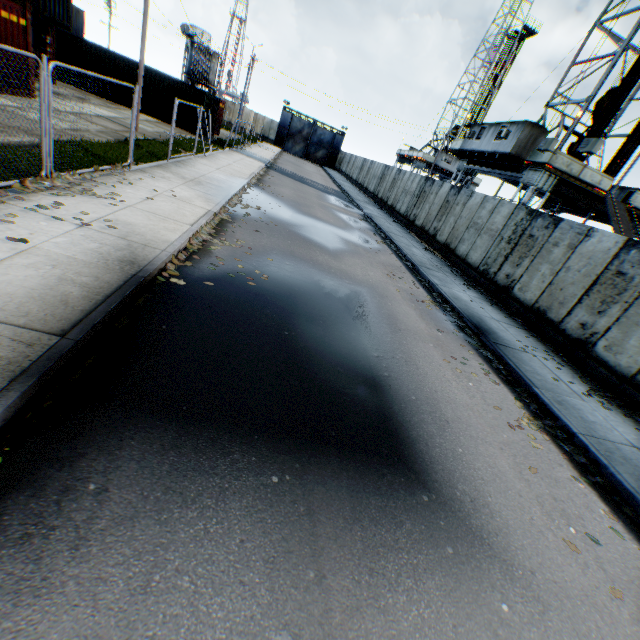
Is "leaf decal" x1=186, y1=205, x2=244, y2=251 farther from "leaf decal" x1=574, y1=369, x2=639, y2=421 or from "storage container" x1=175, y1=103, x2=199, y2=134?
"storage container" x1=175, y1=103, x2=199, y2=134

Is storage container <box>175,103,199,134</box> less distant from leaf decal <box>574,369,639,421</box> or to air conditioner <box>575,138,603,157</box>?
air conditioner <box>575,138,603,157</box>

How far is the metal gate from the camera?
53.4m

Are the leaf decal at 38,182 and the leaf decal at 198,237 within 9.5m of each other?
yes

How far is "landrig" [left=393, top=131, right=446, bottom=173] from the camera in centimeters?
4550cm

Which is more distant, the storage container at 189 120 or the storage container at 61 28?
the storage container at 189 120

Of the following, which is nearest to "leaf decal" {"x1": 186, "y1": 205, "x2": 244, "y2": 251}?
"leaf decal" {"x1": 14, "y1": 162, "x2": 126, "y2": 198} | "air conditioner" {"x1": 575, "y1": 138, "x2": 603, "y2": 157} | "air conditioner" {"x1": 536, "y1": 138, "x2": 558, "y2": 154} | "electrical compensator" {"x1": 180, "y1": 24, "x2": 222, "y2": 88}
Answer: A: "leaf decal" {"x1": 14, "y1": 162, "x2": 126, "y2": 198}

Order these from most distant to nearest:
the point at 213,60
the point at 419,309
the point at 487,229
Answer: the point at 213,60, the point at 487,229, the point at 419,309
